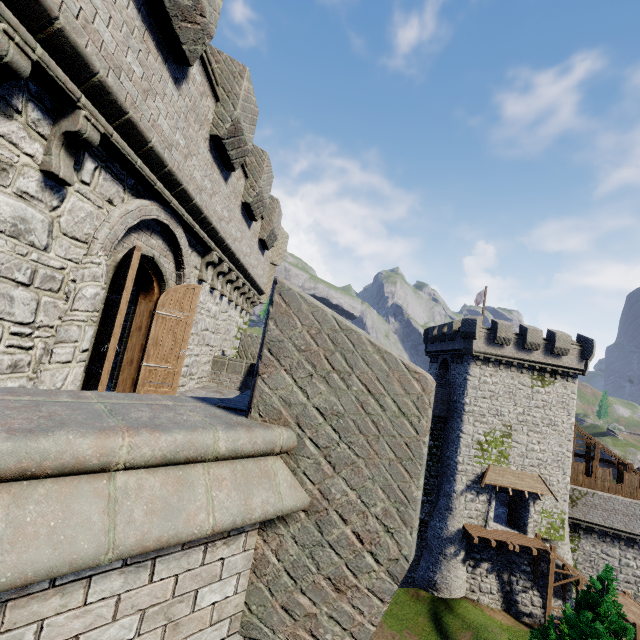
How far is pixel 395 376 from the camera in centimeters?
218cm

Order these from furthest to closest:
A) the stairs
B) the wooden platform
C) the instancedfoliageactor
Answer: the wooden platform < the stairs < the instancedfoliageactor

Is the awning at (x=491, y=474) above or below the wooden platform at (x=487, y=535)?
above

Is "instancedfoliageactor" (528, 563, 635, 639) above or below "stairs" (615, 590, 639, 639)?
above

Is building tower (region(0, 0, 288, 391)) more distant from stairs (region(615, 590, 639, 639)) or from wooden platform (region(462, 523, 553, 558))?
stairs (region(615, 590, 639, 639))

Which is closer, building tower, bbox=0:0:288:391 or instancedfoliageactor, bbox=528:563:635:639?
building tower, bbox=0:0:288:391

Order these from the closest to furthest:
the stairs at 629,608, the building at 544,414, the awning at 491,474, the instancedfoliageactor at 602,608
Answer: the instancedfoliageactor at 602,608, the stairs at 629,608, the awning at 491,474, the building at 544,414

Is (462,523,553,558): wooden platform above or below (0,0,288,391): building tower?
below
